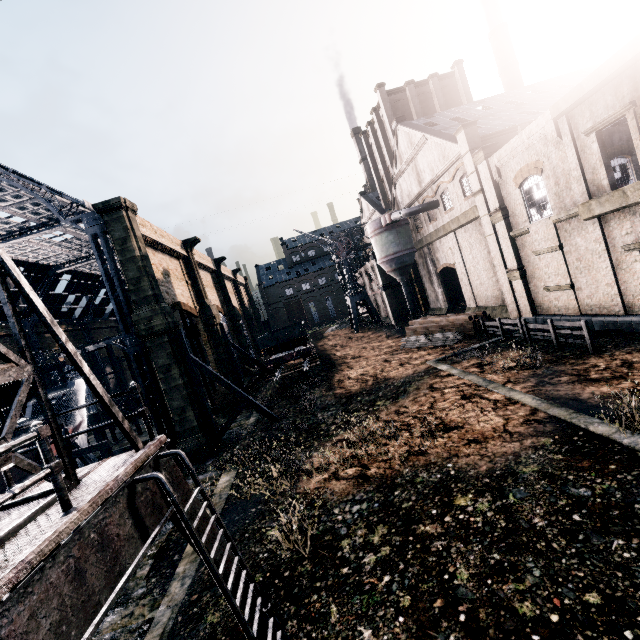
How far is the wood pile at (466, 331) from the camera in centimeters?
2641cm

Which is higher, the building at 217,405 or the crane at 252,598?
the crane at 252,598

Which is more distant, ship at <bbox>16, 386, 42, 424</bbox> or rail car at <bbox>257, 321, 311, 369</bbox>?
rail car at <bbox>257, 321, 311, 369</bbox>

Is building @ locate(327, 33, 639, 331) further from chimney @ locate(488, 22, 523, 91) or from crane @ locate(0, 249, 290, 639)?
crane @ locate(0, 249, 290, 639)

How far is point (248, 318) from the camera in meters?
58.2

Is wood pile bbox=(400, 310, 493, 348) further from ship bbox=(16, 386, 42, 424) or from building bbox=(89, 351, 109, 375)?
ship bbox=(16, 386, 42, 424)

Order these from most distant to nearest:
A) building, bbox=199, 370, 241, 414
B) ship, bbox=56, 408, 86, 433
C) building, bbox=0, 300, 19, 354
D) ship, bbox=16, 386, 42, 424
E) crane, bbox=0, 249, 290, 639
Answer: building, bbox=0, 300, 19, 354 → building, bbox=199, 370, 241, 414 → ship, bbox=56, 408, 86, 433 → ship, bbox=16, 386, 42, 424 → crane, bbox=0, 249, 290, 639

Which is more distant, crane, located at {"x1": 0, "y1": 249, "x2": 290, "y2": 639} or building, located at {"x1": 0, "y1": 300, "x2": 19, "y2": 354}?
building, located at {"x1": 0, "y1": 300, "x2": 19, "y2": 354}
